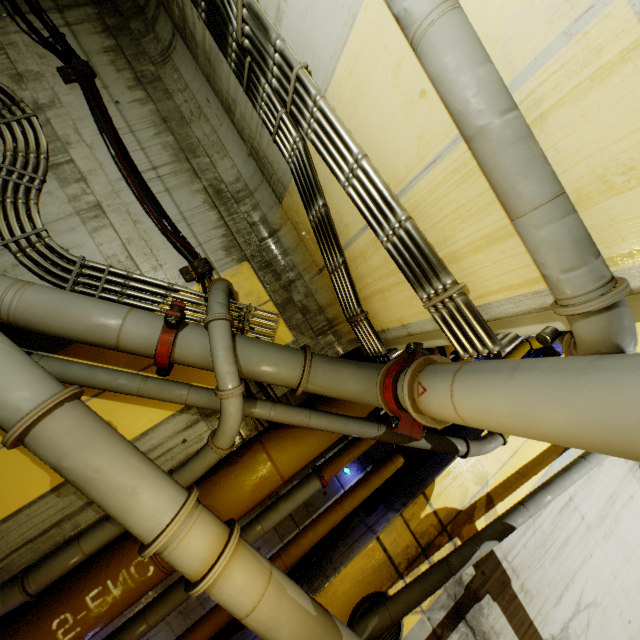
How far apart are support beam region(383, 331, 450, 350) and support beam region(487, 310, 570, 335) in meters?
0.2

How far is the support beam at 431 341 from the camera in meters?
3.2 m

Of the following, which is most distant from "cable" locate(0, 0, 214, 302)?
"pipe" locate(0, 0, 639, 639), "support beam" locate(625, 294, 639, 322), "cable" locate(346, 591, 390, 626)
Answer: "cable" locate(346, 591, 390, 626)

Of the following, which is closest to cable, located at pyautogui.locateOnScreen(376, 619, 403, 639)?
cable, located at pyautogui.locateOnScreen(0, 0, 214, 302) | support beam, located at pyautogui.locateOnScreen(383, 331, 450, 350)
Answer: support beam, located at pyautogui.locateOnScreen(383, 331, 450, 350)

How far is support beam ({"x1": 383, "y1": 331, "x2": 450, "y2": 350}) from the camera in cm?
316

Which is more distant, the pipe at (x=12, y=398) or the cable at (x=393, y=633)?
the cable at (x=393, y=633)

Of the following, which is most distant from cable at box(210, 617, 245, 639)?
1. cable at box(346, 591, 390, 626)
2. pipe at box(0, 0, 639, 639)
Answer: cable at box(346, 591, 390, 626)

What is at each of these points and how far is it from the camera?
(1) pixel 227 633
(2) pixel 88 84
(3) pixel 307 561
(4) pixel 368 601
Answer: (1) cable, 4.1 meters
(2) cable, 4.2 meters
(3) cable, 4.6 meters
(4) cable, 4.3 meters
